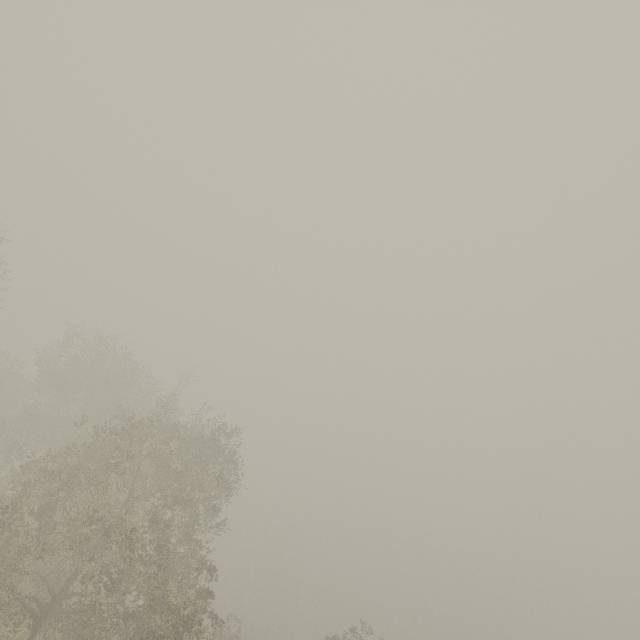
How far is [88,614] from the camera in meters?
14.5 m
